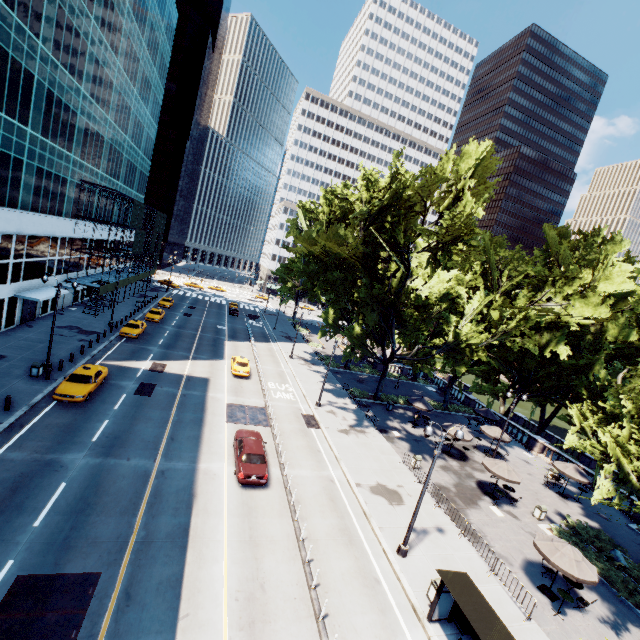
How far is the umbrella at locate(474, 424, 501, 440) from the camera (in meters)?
30.49

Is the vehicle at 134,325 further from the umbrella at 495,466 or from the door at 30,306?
the umbrella at 495,466

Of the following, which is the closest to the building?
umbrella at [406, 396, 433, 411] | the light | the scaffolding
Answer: the scaffolding

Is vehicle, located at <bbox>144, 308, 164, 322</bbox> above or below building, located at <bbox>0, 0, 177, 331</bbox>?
below

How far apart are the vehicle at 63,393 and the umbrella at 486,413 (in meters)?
36.99

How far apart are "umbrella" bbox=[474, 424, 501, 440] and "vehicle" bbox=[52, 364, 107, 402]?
33.6 meters

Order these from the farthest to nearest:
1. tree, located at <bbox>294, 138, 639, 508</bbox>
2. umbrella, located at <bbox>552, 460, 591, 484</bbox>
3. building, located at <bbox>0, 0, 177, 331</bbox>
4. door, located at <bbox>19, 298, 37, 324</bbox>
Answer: door, located at <bbox>19, 298, 37, 324</bbox> → umbrella, located at <bbox>552, 460, 591, 484</bbox> → building, located at <bbox>0, 0, 177, 331</bbox> → tree, located at <bbox>294, 138, 639, 508</bbox>

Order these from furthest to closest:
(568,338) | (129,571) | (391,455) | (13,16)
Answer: (568,338) < (391,455) < (13,16) < (129,571)
